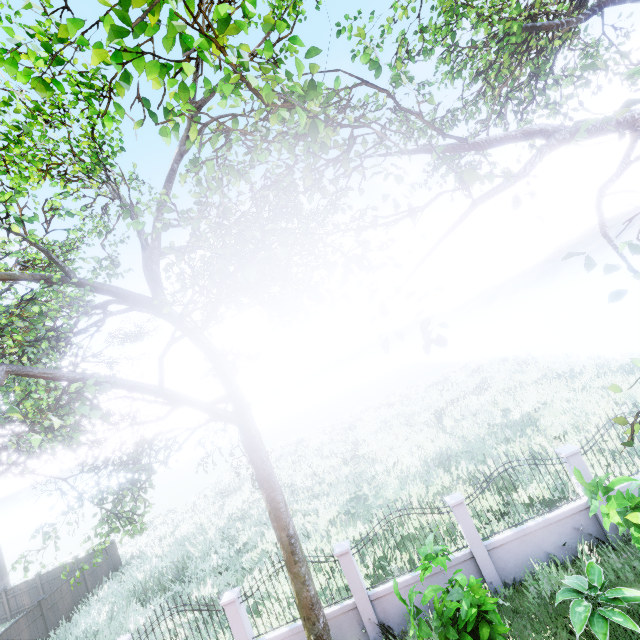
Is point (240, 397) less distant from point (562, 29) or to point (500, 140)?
point (500, 140)

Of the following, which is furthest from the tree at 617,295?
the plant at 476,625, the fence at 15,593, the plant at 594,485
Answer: the plant at 594,485

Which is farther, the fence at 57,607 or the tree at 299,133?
the fence at 57,607

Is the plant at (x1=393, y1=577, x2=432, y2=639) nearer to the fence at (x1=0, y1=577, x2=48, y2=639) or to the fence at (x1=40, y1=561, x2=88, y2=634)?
the fence at (x1=40, y1=561, x2=88, y2=634)

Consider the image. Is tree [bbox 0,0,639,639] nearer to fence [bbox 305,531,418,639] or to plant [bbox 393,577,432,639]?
fence [bbox 305,531,418,639]

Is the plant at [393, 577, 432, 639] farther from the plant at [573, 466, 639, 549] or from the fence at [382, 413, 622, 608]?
the plant at [573, 466, 639, 549]

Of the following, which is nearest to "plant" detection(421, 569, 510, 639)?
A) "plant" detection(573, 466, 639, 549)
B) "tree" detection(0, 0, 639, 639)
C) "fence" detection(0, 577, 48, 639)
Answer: "plant" detection(573, 466, 639, 549)

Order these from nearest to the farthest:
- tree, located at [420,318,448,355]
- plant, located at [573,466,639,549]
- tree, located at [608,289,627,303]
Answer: tree, located at [608,289,627,303] → tree, located at [420,318,448,355] → plant, located at [573,466,639,549]
